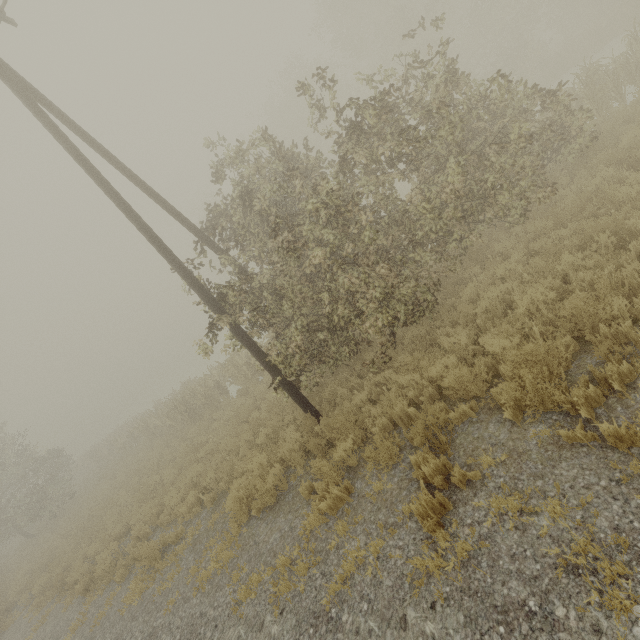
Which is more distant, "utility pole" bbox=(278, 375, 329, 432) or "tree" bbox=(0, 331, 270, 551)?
"tree" bbox=(0, 331, 270, 551)

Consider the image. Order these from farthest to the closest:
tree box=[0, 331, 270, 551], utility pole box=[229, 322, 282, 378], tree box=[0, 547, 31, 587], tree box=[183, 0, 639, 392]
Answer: tree box=[0, 547, 31, 587] → tree box=[0, 331, 270, 551] → utility pole box=[229, 322, 282, 378] → tree box=[183, 0, 639, 392]

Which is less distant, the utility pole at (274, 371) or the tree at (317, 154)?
the tree at (317, 154)

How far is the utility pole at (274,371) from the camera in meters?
7.6

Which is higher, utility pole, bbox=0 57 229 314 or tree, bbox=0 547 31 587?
utility pole, bbox=0 57 229 314

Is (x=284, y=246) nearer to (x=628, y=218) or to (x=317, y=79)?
(x=317, y=79)
